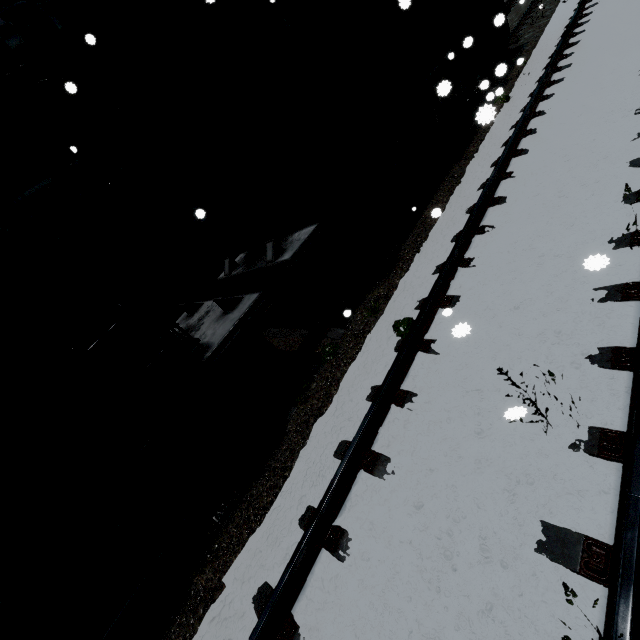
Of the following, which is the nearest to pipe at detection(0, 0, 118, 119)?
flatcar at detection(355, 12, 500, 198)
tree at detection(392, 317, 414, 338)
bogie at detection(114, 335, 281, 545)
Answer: flatcar at detection(355, 12, 500, 198)

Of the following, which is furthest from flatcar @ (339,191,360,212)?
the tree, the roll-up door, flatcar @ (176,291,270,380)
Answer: the roll-up door

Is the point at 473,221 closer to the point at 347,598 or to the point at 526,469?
the point at 526,469

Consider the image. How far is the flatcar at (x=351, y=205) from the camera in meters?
5.5

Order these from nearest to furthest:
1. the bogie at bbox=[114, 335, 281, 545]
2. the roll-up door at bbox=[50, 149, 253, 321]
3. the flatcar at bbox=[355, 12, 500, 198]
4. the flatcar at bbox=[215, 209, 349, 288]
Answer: the bogie at bbox=[114, 335, 281, 545] < the flatcar at bbox=[215, 209, 349, 288] < the flatcar at bbox=[355, 12, 500, 198] < the roll-up door at bbox=[50, 149, 253, 321]

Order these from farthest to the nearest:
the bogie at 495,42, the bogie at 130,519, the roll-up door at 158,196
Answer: the bogie at 495,42 → the roll-up door at 158,196 → the bogie at 130,519

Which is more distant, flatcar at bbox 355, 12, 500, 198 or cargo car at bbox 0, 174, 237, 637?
flatcar at bbox 355, 12, 500, 198

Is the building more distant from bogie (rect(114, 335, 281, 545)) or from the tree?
the tree
